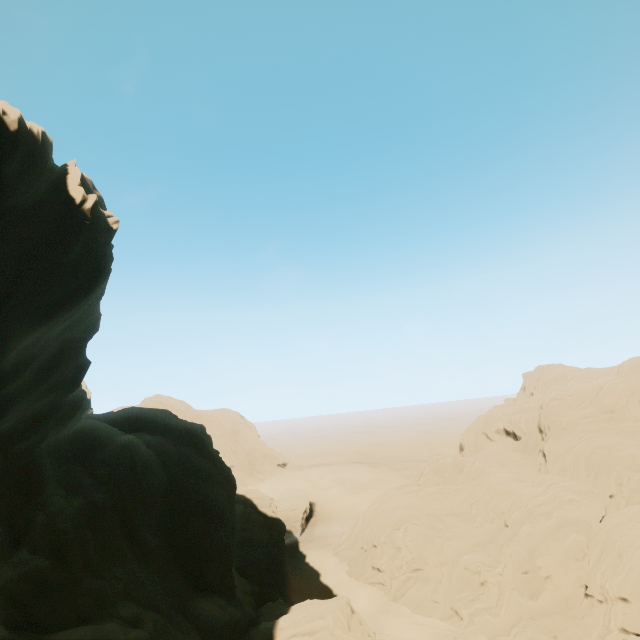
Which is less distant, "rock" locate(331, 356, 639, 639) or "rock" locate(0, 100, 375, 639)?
"rock" locate(0, 100, 375, 639)

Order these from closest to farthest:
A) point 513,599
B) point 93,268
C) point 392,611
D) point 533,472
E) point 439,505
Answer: point 93,268, point 513,599, point 392,611, point 439,505, point 533,472

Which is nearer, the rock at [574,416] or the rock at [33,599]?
the rock at [33,599]
